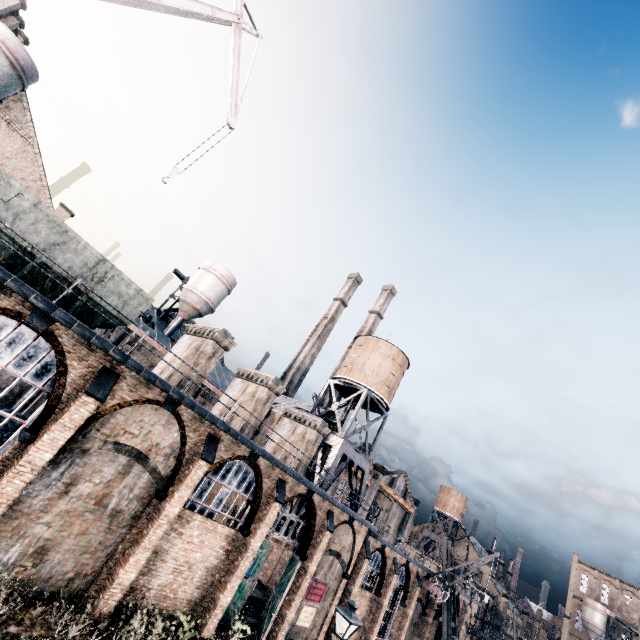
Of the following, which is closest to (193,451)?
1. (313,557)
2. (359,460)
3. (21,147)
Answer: (313,557)

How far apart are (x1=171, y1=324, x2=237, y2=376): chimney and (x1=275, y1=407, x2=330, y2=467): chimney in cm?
1040

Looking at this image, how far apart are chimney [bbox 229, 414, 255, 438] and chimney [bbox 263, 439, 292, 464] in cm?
491

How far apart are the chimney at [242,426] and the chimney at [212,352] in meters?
3.8

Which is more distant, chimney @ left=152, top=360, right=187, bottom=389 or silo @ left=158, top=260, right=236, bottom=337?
silo @ left=158, top=260, right=236, bottom=337

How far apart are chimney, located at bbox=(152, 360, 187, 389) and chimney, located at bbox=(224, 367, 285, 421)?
3.8m

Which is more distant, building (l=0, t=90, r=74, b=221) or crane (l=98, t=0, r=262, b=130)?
building (l=0, t=90, r=74, b=221)

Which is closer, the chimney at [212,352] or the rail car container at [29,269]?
the rail car container at [29,269]
